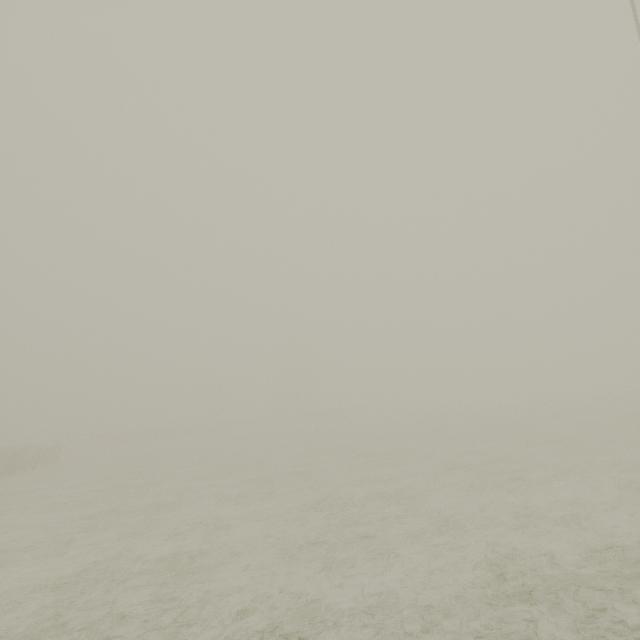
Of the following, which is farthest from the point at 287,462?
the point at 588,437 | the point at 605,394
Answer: the point at 605,394
